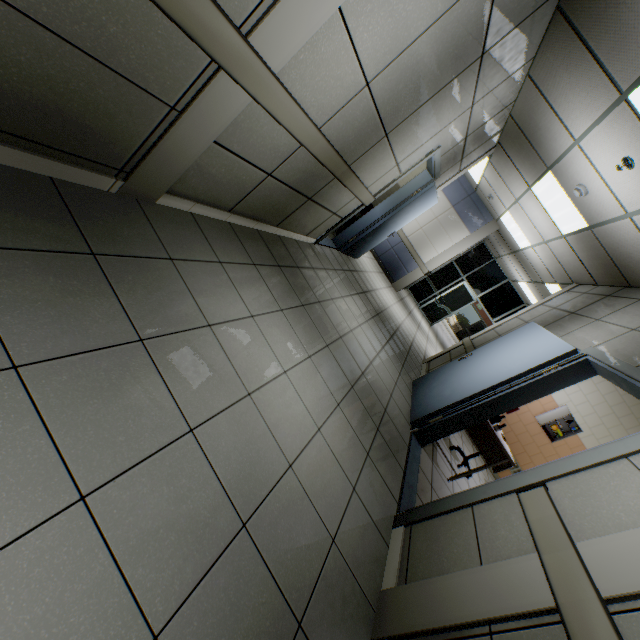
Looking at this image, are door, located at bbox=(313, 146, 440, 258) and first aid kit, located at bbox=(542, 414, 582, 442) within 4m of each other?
no

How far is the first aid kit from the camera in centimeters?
629cm

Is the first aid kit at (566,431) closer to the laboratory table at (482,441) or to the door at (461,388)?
the laboratory table at (482,441)

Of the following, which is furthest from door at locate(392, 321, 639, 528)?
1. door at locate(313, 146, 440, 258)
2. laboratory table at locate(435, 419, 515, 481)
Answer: door at locate(313, 146, 440, 258)

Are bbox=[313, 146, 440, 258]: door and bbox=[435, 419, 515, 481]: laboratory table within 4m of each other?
yes

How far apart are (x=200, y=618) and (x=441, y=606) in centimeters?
127cm

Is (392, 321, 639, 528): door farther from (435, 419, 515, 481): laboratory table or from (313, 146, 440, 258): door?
(313, 146, 440, 258): door

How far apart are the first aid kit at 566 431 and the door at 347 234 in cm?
486
